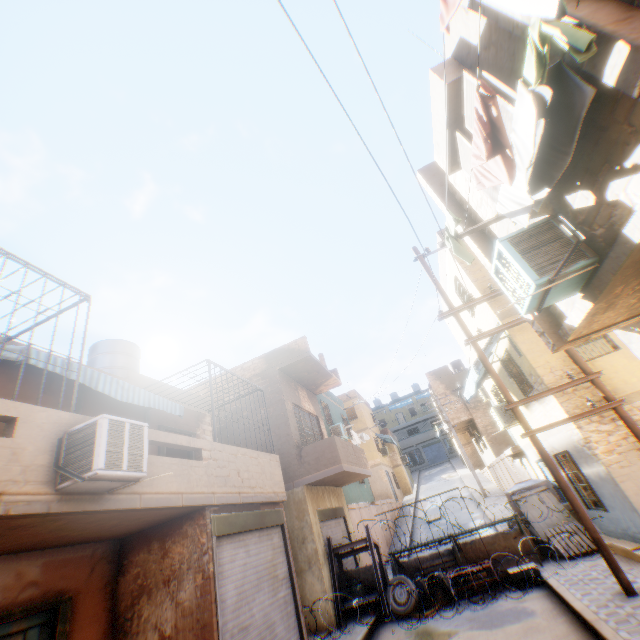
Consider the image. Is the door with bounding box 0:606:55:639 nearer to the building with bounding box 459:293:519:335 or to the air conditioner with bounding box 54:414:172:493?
the building with bounding box 459:293:519:335

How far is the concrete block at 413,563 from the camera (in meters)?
10.80

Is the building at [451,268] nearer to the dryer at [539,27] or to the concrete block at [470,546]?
the dryer at [539,27]

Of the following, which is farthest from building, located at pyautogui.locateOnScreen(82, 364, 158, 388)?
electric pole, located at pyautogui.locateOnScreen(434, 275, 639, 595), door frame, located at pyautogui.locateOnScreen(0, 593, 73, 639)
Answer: electric pole, located at pyautogui.locateOnScreen(434, 275, 639, 595)

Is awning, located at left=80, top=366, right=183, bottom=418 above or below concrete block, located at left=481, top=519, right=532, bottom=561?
above

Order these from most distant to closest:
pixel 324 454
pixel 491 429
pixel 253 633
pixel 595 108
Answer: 1. pixel 491 429
2. pixel 324 454
3. pixel 253 633
4. pixel 595 108

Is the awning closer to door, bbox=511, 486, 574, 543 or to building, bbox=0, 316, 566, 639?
building, bbox=0, 316, 566, 639

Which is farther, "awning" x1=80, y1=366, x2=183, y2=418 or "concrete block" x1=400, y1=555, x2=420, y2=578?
"concrete block" x1=400, y1=555, x2=420, y2=578
